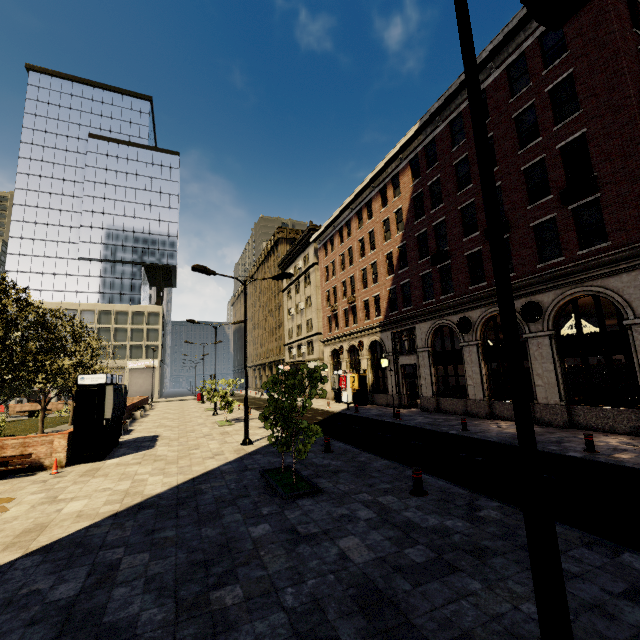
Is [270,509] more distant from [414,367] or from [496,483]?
[414,367]

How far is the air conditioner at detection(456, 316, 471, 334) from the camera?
18.6m

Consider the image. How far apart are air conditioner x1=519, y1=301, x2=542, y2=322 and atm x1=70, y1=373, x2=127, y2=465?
18.5 meters

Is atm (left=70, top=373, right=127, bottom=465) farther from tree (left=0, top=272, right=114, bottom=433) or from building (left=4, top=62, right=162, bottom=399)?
building (left=4, top=62, right=162, bottom=399)

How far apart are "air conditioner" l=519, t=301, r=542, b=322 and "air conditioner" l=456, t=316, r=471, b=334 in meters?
2.9

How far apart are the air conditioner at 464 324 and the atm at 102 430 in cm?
1784

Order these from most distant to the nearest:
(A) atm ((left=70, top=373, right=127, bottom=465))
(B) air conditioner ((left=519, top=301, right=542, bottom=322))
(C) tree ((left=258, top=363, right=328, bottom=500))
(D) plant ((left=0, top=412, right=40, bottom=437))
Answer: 1. (D) plant ((left=0, top=412, right=40, bottom=437))
2. (B) air conditioner ((left=519, top=301, right=542, bottom=322))
3. (A) atm ((left=70, top=373, right=127, bottom=465))
4. (C) tree ((left=258, top=363, right=328, bottom=500))

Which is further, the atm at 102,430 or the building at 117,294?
the building at 117,294
